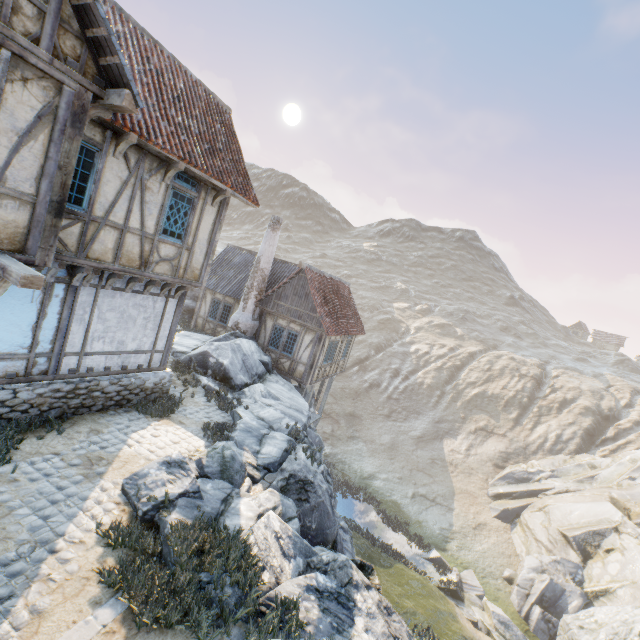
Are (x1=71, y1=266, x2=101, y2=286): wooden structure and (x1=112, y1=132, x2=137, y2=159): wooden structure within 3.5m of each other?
yes

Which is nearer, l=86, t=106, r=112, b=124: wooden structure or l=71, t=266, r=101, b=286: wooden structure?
l=86, t=106, r=112, b=124: wooden structure

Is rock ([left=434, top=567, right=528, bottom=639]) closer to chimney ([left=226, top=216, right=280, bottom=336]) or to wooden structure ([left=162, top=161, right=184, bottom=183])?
chimney ([left=226, top=216, right=280, bottom=336])

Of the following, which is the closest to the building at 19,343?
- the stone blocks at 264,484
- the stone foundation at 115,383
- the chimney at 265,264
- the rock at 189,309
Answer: the stone foundation at 115,383

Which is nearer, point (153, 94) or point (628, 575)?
point (153, 94)

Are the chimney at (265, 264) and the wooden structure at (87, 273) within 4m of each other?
no

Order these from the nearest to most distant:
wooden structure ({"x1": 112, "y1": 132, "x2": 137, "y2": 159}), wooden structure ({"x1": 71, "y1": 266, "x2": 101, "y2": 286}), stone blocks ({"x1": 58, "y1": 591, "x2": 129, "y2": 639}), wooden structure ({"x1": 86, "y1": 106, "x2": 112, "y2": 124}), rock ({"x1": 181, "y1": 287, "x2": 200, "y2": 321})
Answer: stone blocks ({"x1": 58, "y1": 591, "x2": 129, "y2": 639}), wooden structure ({"x1": 86, "y1": 106, "x2": 112, "y2": 124}), wooden structure ({"x1": 112, "y1": 132, "x2": 137, "y2": 159}), wooden structure ({"x1": 71, "y1": 266, "x2": 101, "y2": 286}), rock ({"x1": 181, "y1": 287, "x2": 200, "y2": 321})

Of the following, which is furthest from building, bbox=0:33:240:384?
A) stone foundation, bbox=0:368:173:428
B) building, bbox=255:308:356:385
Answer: building, bbox=255:308:356:385
